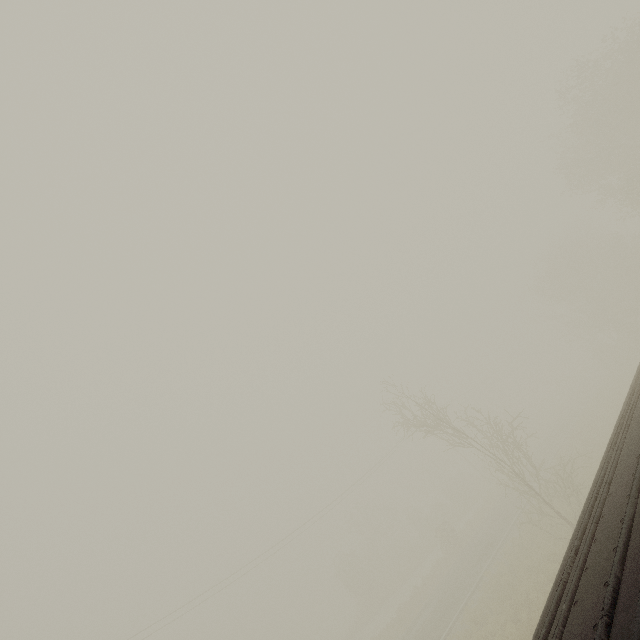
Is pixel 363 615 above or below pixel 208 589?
below
